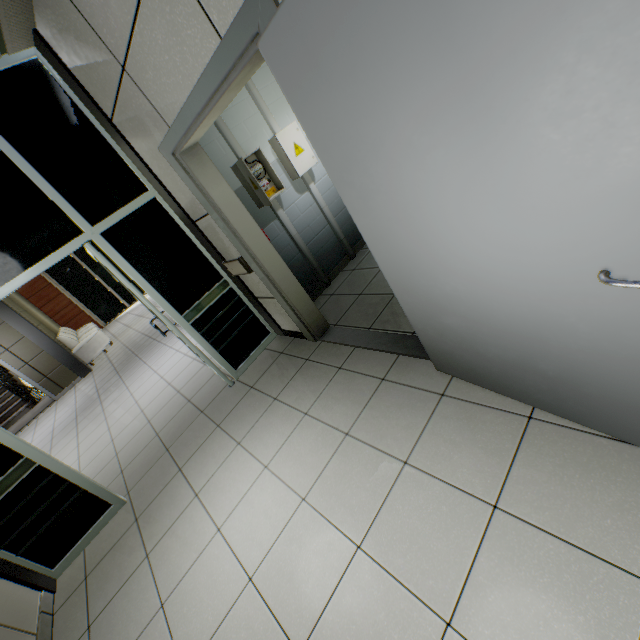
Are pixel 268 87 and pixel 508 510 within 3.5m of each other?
no

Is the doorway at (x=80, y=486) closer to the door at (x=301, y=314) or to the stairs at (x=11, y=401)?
the door at (x=301, y=314)

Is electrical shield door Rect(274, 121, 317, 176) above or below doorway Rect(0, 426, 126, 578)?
above

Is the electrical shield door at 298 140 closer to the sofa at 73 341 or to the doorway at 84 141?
the doorway at 84 141

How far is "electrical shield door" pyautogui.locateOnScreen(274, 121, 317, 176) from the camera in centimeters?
362cm

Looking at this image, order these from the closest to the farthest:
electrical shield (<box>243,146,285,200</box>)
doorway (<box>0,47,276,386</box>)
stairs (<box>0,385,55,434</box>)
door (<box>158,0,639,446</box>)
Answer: door (<box>158,0,639,446</box>) → doorway (<box>0,47,276,386</box>) → electrical shield (<box>243,146,285,200</box>) → stairs (<box>0,385,55,434</box>)

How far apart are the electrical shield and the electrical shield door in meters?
0.3 m

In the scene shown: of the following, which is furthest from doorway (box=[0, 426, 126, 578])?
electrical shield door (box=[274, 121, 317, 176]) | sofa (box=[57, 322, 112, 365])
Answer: sofa (box=[57, 322, 112, 365])
